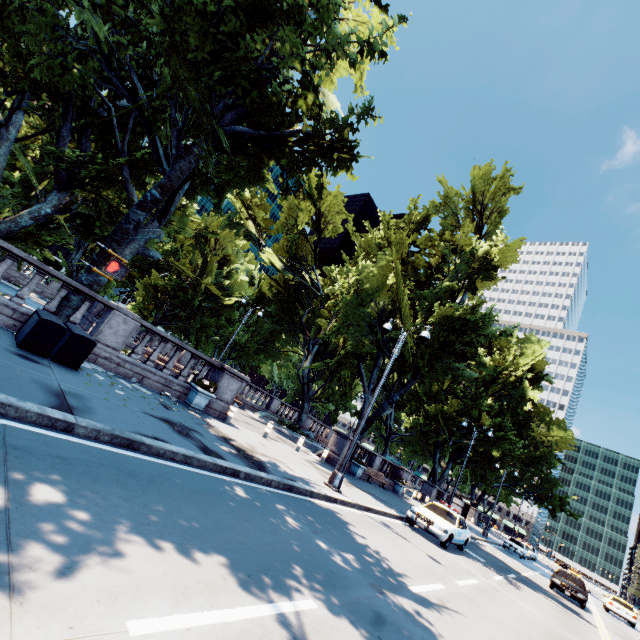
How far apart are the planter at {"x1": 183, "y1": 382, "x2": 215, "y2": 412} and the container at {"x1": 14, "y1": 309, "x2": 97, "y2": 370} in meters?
4.1 m

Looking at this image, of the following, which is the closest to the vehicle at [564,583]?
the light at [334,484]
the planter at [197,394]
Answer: the light at [334,484]

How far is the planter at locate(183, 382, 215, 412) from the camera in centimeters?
1225cm

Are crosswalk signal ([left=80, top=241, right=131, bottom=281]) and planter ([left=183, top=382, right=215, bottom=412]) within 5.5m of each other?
no

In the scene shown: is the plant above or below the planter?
above

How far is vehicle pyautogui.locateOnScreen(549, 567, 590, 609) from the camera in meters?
19.6 m

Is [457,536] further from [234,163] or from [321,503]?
[234,163]

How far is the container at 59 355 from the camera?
7.81m
